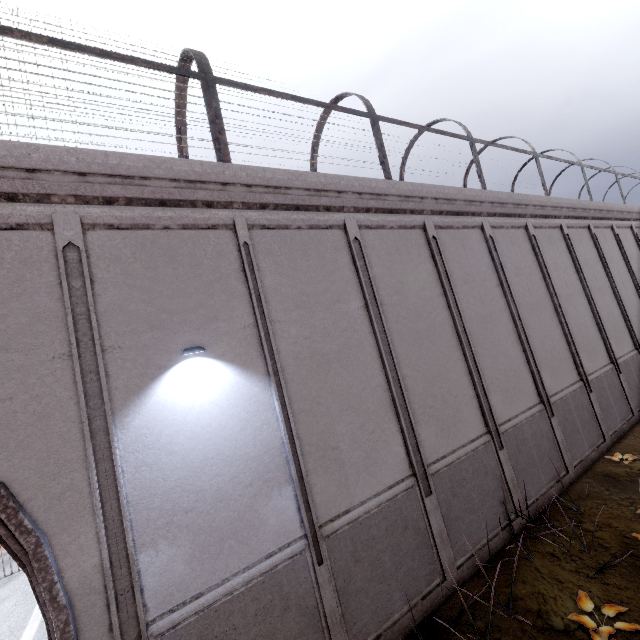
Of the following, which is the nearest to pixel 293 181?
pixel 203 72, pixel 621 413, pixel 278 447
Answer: pixel 203 72
